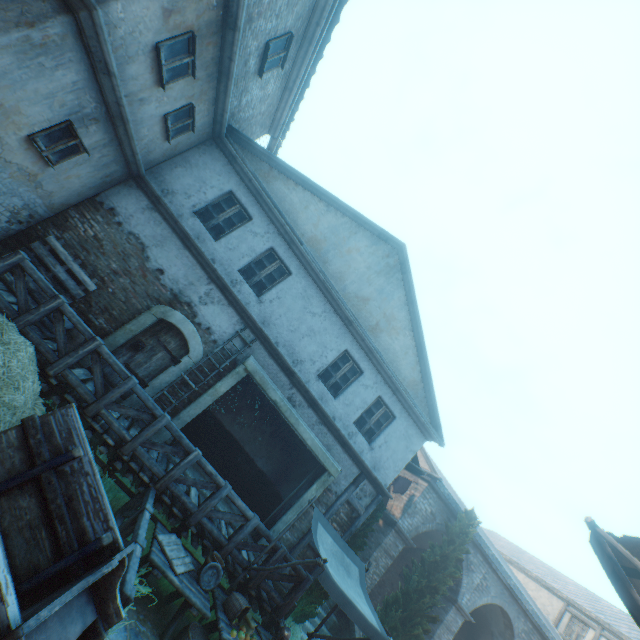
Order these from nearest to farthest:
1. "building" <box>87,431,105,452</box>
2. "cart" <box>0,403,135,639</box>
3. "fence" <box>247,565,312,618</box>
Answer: "cart" <box>0,403,135,639</box> → "fence" <box>247,565,312,618</box> → "building" <box>87,431,105,452</box>

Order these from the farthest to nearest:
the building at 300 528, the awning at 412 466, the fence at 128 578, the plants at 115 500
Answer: the awning at 412 466 → the building at 300 528 → the plants at 115 500 → the fence at 128 578

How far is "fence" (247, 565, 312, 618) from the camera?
7.0m

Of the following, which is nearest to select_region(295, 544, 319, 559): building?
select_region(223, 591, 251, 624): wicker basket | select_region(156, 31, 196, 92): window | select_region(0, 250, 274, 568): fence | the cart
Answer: select_region(156, 31, 196, 92): window

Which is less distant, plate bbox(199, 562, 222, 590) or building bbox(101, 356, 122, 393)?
plate bbox(199, 562, 222, 590)

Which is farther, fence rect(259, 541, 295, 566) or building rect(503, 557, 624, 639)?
building rect(503, 557, 624, 639)

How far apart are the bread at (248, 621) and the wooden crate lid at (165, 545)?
1.18m

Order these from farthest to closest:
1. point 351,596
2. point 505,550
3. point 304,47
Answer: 1. point 505,550
2. point 304,47
3. point 351,596
